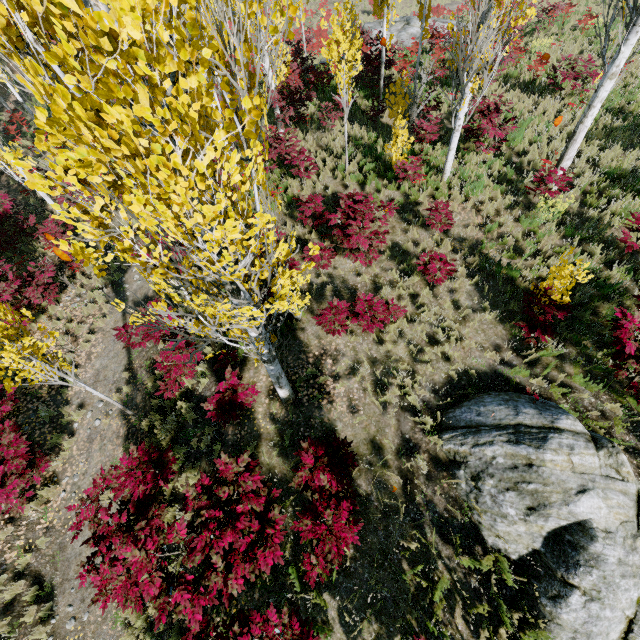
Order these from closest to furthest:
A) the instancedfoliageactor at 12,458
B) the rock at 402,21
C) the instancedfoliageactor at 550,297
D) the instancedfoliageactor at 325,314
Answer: the instancedfoliageactor at 12,458, the instancedfoliageactor at 550,297, the instancedfoliageactor at 325,314, the rock at 402,21

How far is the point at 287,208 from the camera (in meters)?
10.58

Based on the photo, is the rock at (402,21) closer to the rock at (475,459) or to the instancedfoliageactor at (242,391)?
the instancedfoliageactor at (242,391)

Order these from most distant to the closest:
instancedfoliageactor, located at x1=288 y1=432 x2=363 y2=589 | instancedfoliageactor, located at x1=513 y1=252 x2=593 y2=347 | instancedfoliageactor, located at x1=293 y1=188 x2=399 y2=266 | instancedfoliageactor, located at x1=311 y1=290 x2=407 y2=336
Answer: instancedfoliageactor, located at x1=293 y1=188 x2=399 y2=266 < instancedfoliageactor, located at x1=311 y1=290 x2=407 y2=336 < instancedfoliageactor, located at x1=513 y1=252 x2=593 y2=347 < instancedfoliageactor, located at x1=288 y1=432 x2=363 y2=589

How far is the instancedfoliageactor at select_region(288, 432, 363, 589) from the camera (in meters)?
4.78

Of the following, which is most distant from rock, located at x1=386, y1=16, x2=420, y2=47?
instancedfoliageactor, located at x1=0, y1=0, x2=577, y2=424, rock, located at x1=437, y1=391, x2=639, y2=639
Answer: rock, located at x1=437, y1=391, x2=639, y2=639
